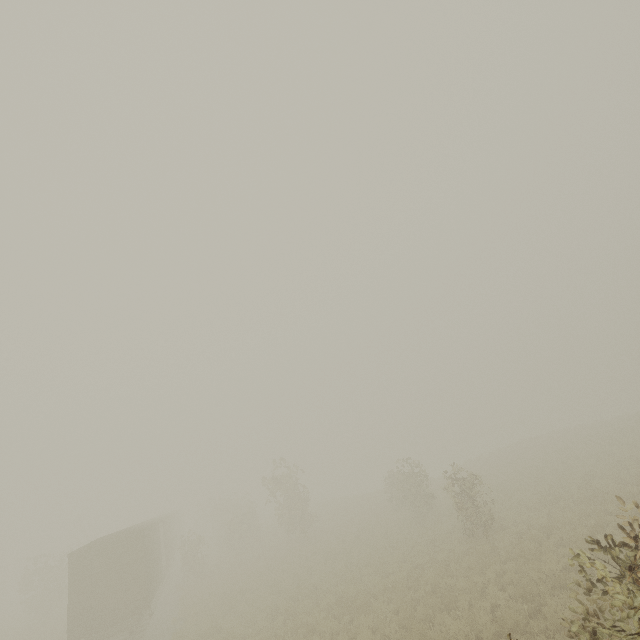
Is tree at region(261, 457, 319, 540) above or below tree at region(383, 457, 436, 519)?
above

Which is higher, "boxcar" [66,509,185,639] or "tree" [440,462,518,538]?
"boxcar" [66,509,185,639]

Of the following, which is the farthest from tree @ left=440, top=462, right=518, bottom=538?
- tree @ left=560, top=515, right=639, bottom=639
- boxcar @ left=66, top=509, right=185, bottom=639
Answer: tree @ left=560, top=515, right=639, bottom=639

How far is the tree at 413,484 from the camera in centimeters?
2152cm

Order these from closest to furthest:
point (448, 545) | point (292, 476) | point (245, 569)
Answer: point (448, 545), point (245, 569), point (292, 476)

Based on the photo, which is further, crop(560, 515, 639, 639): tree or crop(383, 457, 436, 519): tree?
crop(383, 457, 436, 519): tree

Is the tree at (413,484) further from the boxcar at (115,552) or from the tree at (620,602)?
the tree at (620,602)

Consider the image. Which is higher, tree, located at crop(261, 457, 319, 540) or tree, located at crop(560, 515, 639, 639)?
tree, located at crop(261, 457, 319, 540)
